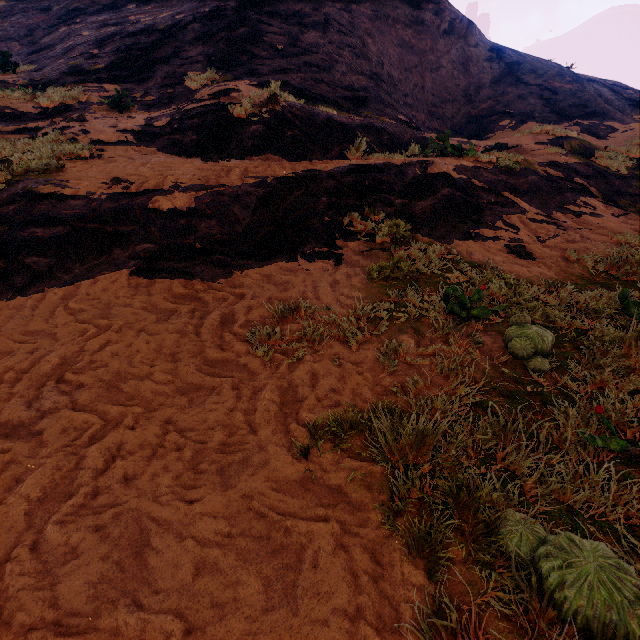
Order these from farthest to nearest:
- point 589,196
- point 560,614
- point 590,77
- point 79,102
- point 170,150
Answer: point 590,77 → point 79,102 → point 589,196 → point 170,150 → point 560,614
